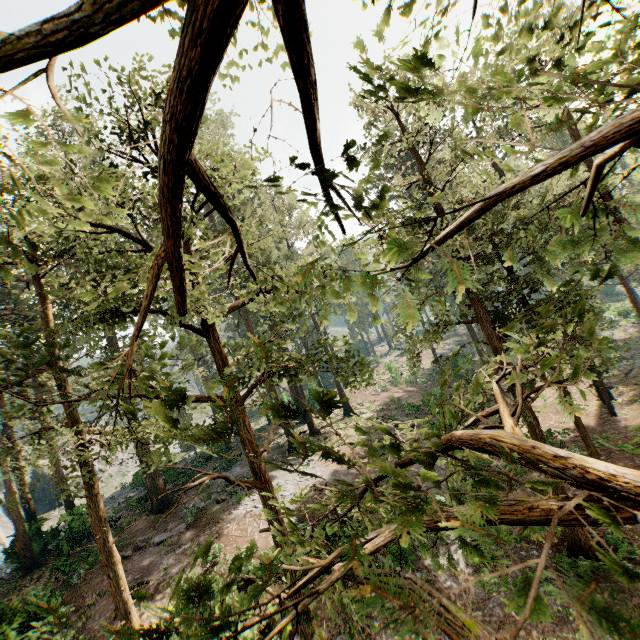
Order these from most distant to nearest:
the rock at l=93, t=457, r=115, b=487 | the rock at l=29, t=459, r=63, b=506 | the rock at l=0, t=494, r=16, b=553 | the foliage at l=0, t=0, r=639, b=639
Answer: the rock at l=93, t=457, r=115, b=487 → the rock at l=29, t=459, r=63, b=506 → the rock at l=0, t=494, r=16, b=553 → the foliage at l=0, t=0, r=639, b=639

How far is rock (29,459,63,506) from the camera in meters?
39.7 m

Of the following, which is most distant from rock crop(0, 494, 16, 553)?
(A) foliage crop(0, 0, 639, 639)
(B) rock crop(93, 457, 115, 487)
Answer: (B) rock crop(93, 457, 115, 487)

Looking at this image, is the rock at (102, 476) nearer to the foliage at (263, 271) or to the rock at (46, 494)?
the rock at (46, 494)

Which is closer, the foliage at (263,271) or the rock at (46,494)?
the foliage at (263,271)

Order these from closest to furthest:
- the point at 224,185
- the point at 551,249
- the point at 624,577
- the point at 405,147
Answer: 1. the point at 624,577
2. the point at 551,249
3. the point at 224,185
4. the point at 405,147

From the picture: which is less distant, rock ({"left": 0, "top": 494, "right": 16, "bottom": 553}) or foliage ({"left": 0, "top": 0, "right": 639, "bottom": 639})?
foliage ({"left": 0, "top": 0, "right": 639, "bottom": 639})
